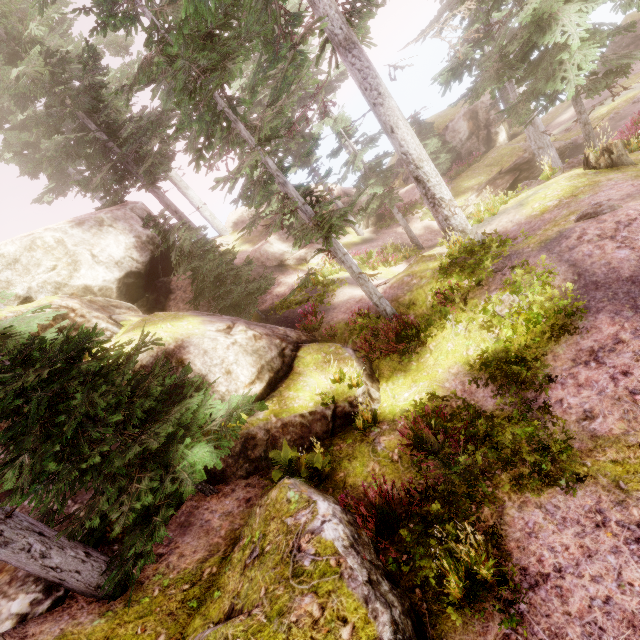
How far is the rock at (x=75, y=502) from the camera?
6.74m

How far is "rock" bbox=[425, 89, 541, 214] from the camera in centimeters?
1966cm

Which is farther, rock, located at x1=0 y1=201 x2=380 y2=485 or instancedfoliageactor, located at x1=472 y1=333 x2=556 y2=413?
rock, located at x1=0 y1=201 x2=380 y2=485

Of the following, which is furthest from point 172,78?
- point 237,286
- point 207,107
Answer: point 237,286

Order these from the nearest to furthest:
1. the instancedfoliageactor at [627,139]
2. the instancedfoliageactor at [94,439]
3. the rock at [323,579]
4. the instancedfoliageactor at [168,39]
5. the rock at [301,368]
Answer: the rock at [323,579] < the instancedfoliageactor at [94,439] < the instancedfoliageactor at [168,39] < the rock at [301,368] < the instancedfoliageactor at [627,139]

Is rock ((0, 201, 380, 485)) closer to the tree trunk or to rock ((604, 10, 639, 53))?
the tree trunk

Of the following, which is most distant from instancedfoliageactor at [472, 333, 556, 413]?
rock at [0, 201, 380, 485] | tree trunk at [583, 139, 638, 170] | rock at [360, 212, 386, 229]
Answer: tree trunk at [583, 139, 638, 170]

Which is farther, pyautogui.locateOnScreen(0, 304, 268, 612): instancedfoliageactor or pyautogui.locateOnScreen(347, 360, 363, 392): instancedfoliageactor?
pyautogui.locateOnScreen(347, 360, 363, 392): instancedfoliageactor
